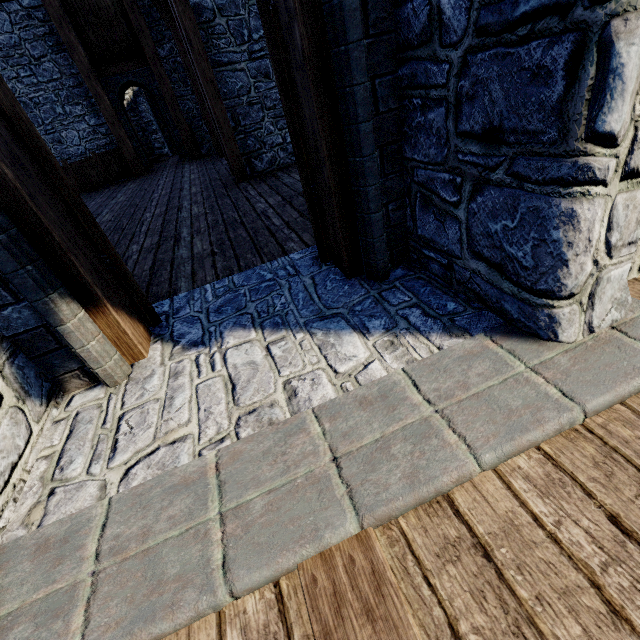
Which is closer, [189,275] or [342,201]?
[342,201]

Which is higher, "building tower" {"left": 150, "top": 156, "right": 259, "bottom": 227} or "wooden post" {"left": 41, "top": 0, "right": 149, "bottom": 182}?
"wooden post" {"left": 41, "top": 0, "right": 149, "bottom": 182}

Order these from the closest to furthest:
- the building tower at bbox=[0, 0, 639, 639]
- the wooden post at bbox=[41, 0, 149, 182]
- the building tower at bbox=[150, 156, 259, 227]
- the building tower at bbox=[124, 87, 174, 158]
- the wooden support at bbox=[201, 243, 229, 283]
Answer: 1. the building tower at bbox=[0, 0, 639, 639]
2. the wooden support at bbox=[201, 243, 229, 283]
3. the building tower at bbox=[150, 156, 259, 227]
4. the wooden post at bbox=[41, 0, 149, 182]
5. the building tower at bbox=[124, 87, 174, 158]

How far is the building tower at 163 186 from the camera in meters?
5.0

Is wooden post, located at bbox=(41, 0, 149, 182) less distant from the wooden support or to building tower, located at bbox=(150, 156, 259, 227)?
building tower, located at bbox=(150, 156, 259, 227)

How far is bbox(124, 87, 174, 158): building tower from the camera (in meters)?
14.22

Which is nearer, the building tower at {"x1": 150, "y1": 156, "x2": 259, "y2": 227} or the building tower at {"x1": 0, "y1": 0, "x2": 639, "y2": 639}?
the building tower at {"x1": 0, "y1": 0, "x2": 639, "y2": 639}

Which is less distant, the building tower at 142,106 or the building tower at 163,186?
the building tower at 163,186
